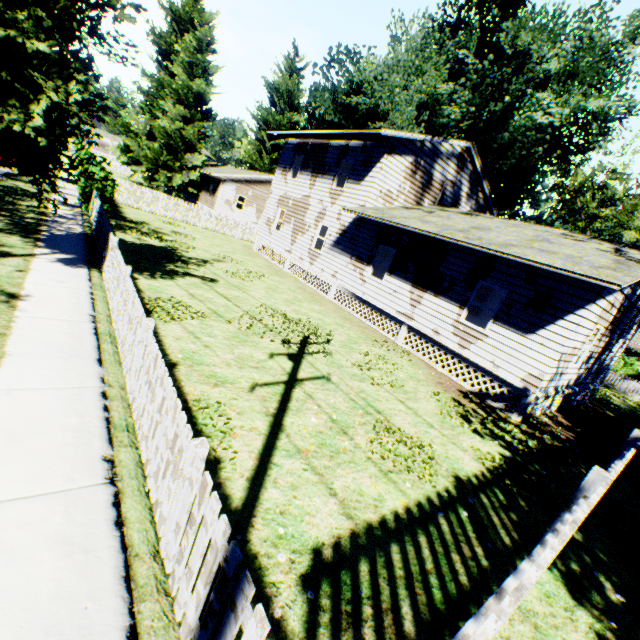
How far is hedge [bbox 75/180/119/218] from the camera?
15.17m

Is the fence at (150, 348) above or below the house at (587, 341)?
below

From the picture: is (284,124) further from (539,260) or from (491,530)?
(491,530)

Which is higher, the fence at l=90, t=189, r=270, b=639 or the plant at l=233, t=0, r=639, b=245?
the plant at l=233, t=0, r=639, b=245

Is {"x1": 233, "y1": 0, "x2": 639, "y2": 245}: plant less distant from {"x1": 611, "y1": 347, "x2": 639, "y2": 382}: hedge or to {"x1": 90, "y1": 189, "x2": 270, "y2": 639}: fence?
{"x1": 90, "y1": 189, "x2": 270, "y2": 639}: fence

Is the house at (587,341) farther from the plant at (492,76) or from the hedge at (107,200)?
the hedge at (107,200)

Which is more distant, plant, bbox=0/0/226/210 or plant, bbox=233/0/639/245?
plant, bbox=233/0/639/245

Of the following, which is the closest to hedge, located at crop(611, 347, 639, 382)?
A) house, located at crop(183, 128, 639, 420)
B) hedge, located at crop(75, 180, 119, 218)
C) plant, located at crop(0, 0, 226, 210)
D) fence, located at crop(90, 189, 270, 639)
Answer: plant, located at crop(0, 0, 226, 210)
